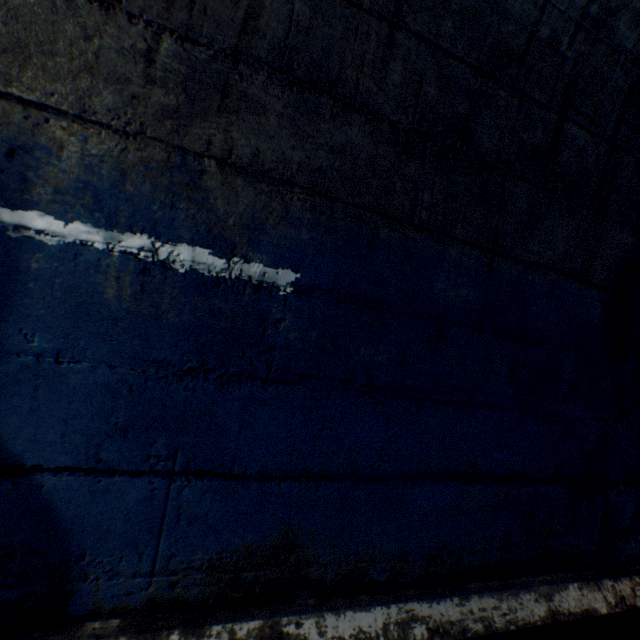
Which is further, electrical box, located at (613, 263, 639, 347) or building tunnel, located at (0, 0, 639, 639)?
electrical box, located at (613, 263, 639, 347)

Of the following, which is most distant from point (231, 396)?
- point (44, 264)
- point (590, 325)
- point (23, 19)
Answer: point (590, 325)

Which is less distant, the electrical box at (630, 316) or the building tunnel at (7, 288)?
the building tunnel at (7, 288)
